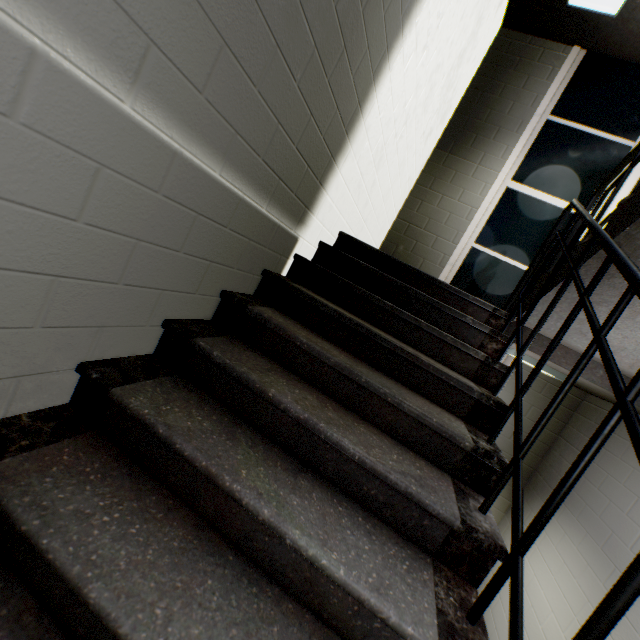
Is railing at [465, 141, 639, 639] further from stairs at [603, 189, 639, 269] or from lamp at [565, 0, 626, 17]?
lamp at [565, 0, 626, 17]

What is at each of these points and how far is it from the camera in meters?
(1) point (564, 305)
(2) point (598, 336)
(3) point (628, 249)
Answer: (1) stairs, 2.0 m
(2) railing, 1.1 m
(3) stairs, 1.5 m

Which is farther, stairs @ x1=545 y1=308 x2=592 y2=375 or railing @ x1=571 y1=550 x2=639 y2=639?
stairs @ x1=545 y1=308 x2=592 y2=375

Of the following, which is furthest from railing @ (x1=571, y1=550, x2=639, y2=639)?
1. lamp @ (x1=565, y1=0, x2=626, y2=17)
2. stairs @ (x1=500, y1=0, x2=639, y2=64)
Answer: lamp @ (x1=565, y1=0, x2=626, y2=17)

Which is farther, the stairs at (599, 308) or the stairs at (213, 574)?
the stairs at (599, 308)

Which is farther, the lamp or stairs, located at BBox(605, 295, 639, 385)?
the lamp

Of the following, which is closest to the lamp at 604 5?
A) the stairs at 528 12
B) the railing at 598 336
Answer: the stairs at 528 12
